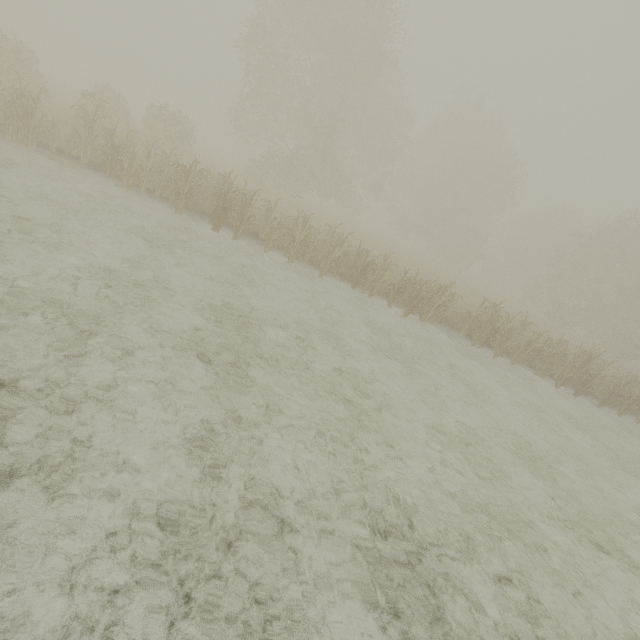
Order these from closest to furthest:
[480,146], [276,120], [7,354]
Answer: [7,354] → [276,120] → [480,146]
